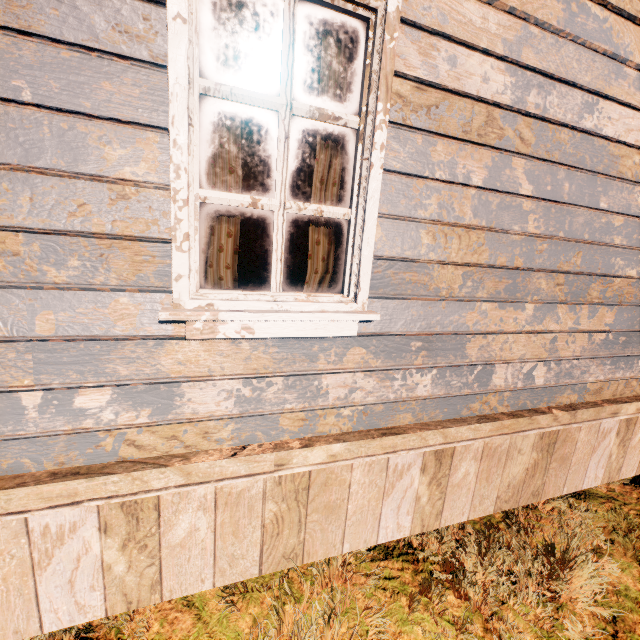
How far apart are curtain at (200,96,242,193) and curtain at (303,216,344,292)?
0.4 meters

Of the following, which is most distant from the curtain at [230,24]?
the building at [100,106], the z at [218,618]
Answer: the z at [218,618]

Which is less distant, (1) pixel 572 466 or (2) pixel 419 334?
(2) pixel 419 334

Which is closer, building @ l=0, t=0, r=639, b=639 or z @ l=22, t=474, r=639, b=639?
building @ l=0, t=0, r=639, b=639

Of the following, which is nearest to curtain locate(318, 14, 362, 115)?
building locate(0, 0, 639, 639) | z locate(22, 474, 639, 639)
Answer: building locate(0, 0, 639, 639)

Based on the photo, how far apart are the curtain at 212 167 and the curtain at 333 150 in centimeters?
37cm
